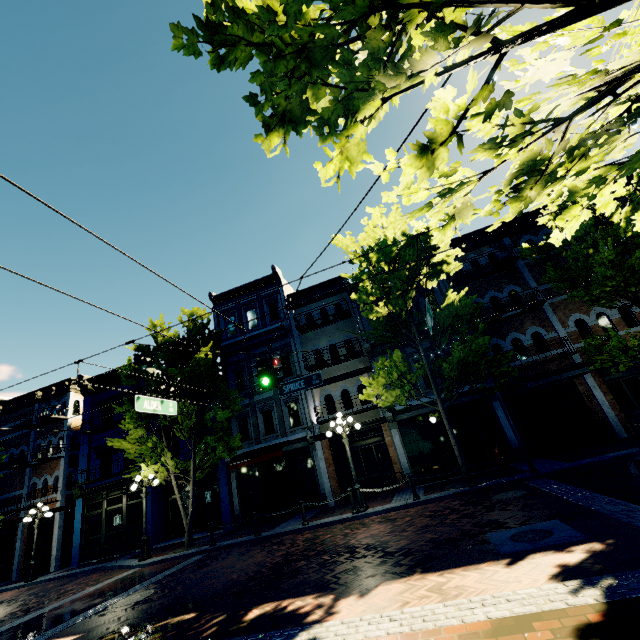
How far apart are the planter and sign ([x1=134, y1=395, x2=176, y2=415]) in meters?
10.8 m

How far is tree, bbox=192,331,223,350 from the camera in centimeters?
1625cm

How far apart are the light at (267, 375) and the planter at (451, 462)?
9.3m

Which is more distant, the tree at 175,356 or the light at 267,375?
the tree at 175,356

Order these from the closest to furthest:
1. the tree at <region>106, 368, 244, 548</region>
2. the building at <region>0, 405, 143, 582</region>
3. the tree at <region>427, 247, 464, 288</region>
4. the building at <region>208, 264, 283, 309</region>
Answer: the tree at <region>427, 247, 464, 288</region>
the tree at <region>106, 368, 244, 548</region>
the building at <region>0, 405, 143, 582</region>
the building at <region>208, 264, 283, 309</region>

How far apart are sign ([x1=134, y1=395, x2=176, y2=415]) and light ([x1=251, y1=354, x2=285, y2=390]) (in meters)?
3.26

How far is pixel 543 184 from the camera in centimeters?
253cm
